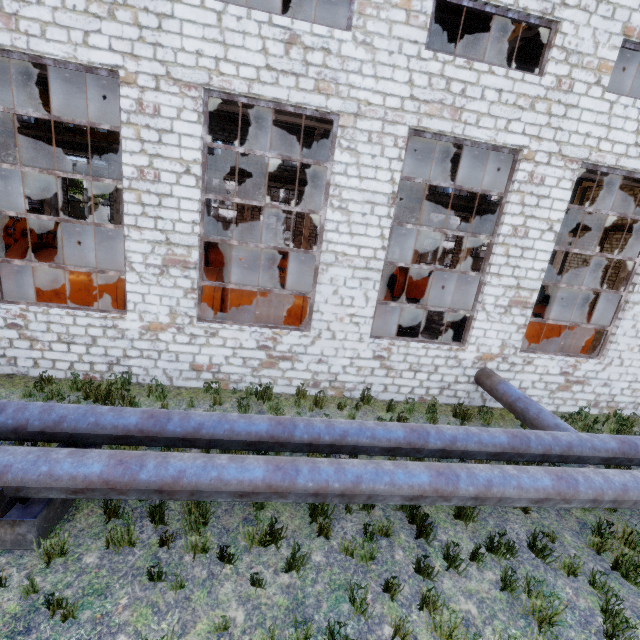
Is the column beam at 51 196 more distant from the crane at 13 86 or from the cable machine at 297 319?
the cable machine at 297 319

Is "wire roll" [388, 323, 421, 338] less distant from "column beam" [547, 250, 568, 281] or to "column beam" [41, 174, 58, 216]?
"column beam" [547, 250, 568, 281]

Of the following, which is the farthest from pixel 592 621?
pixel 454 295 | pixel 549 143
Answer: pixel 454 295

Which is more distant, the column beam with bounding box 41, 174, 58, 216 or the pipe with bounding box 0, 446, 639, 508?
the column beam with bounding box 41, 174, 58, 216

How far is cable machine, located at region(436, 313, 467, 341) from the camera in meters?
12.8 m

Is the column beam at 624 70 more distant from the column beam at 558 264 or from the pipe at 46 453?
the column beam at 558 264

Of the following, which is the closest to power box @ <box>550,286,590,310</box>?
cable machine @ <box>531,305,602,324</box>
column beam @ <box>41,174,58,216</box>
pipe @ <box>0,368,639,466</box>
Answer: cable machine @ <box>531,305,602,324</box>
